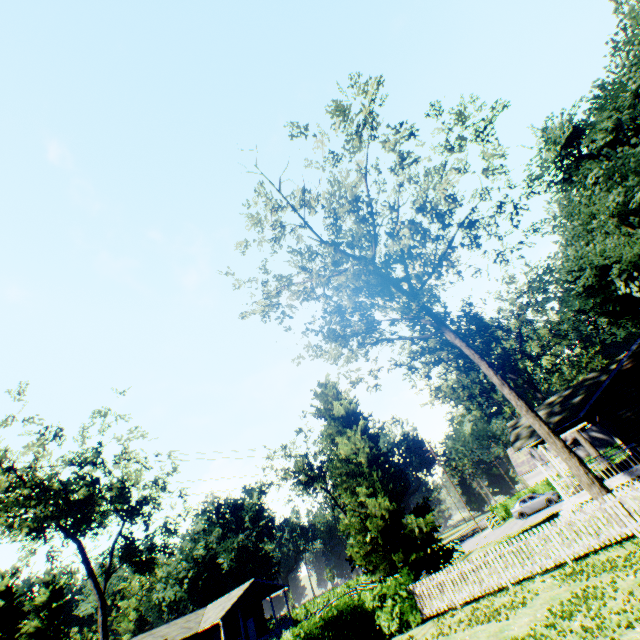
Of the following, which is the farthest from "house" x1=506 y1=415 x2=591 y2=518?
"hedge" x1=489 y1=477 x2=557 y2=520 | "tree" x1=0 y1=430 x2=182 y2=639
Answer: "tree" x1=0 y1=430 x2=182 y2=639

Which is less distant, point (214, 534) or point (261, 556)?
point (261, 556)

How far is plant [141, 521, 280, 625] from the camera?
52.4m

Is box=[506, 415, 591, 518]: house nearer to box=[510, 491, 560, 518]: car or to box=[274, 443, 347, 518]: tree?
box=[510, 491, 560, 518]: car

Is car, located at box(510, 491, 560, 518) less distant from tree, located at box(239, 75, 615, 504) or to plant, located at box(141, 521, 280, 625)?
plant, located at box(141, 521, 280, 625)

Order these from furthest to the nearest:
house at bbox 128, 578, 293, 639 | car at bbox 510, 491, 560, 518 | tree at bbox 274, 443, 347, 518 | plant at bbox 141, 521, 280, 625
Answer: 1. plant at bbox 141, 521, 280, 625
2. tree at bbox 274, 443, 347, 518
3. house at bbox 128, 578, 293, 639
4. car at bbox 510, 491, 560, 518

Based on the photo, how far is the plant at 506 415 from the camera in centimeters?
4131cm

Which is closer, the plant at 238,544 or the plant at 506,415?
the plant at 506,415
